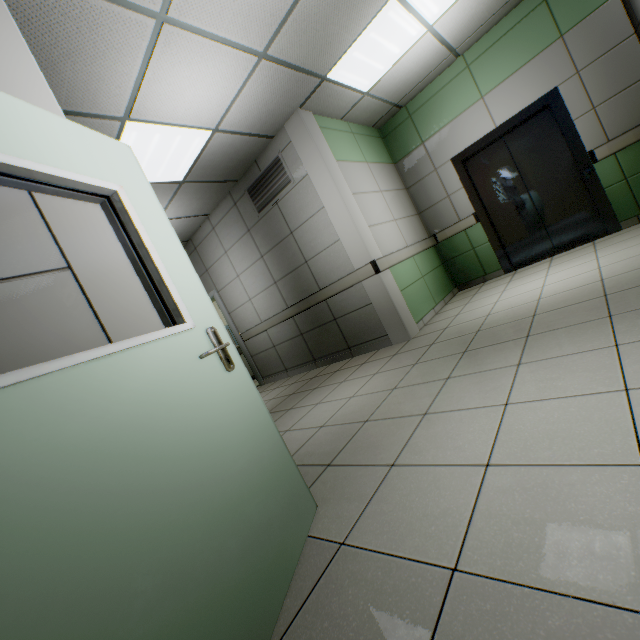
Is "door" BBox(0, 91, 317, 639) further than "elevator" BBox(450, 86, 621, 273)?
No

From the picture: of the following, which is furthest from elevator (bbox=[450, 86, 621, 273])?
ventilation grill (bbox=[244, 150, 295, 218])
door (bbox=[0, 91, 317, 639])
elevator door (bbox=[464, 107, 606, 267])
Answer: door (bbox=[0, 91, 317, 639])

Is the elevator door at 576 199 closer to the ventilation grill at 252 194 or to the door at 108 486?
the ventilation grill at 252 194

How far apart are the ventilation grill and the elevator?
2.7m

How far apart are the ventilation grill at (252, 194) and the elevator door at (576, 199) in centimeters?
294cm

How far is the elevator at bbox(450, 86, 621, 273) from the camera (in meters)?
4.31

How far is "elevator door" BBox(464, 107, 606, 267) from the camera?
4.6 meters

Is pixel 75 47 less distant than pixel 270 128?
Yes
